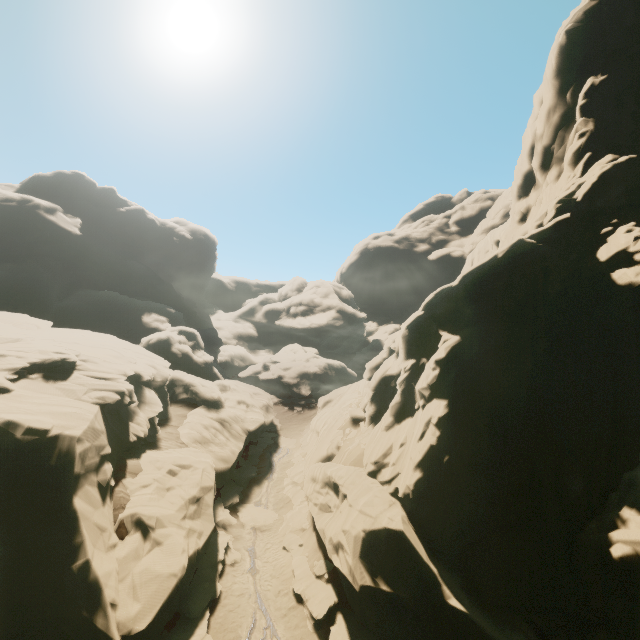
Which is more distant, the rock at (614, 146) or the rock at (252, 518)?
the rock at (252, 518)

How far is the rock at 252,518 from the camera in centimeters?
2228cm

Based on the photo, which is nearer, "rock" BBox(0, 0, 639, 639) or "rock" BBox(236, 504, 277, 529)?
"rock" BBox(0, 0, 639, 639)

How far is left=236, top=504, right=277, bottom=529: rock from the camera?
22.3 meters

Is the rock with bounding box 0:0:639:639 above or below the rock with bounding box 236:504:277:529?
above

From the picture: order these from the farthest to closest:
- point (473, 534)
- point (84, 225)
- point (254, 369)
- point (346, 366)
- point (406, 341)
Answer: point (346, 366), point (254, 369), point (84, 225), point (406, 341), point (473, 534)
